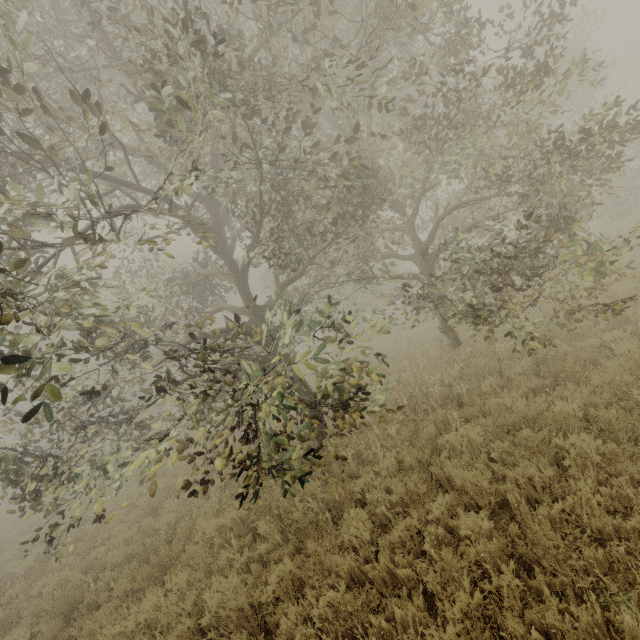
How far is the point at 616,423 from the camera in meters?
4.5
